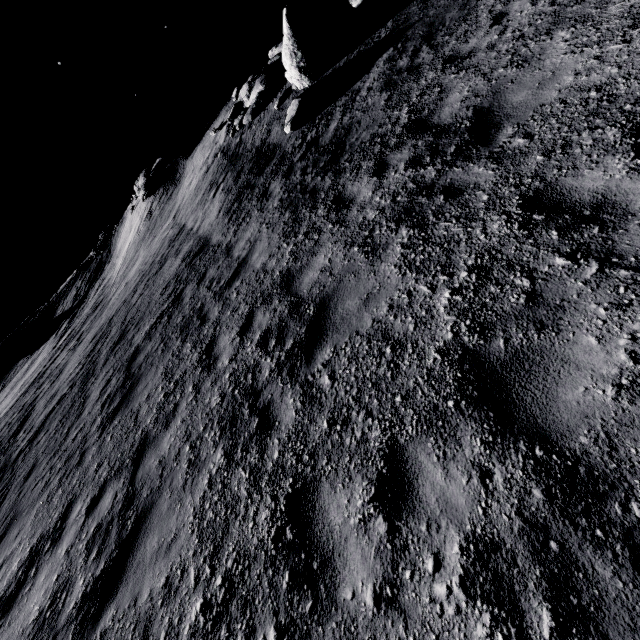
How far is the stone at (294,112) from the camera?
10.99m

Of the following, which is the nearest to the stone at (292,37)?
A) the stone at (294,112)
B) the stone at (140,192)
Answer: the stone at (294,112)

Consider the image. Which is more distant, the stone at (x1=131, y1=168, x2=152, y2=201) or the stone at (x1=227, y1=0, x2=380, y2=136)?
the stone at (x1=131, y1=168, x2=152, y2=201)

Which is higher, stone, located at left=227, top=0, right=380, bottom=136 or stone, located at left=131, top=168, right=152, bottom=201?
stone, located at left=131, top=168, right=152, bottom=201

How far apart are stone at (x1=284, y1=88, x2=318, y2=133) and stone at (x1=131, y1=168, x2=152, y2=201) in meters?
20.0

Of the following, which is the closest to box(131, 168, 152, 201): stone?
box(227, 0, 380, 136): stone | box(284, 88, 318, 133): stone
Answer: box(227, 0, 380, 136): stone

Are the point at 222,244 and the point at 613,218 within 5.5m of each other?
no

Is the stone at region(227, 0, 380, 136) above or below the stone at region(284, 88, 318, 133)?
above
